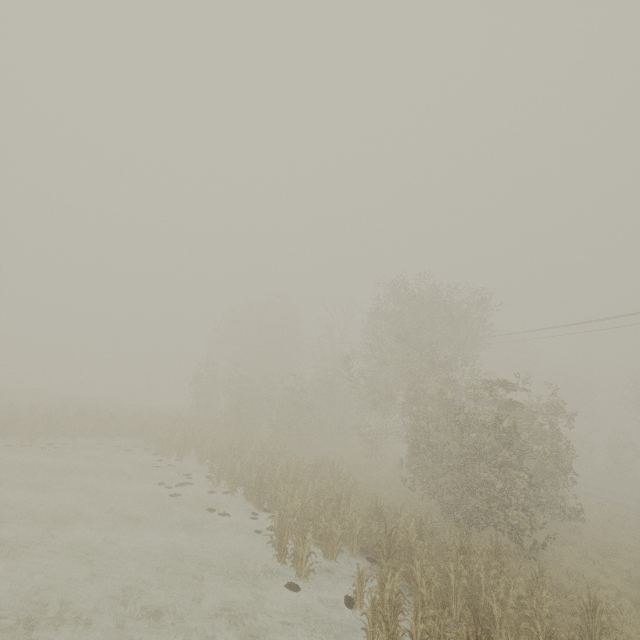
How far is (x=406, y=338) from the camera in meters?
19.2
